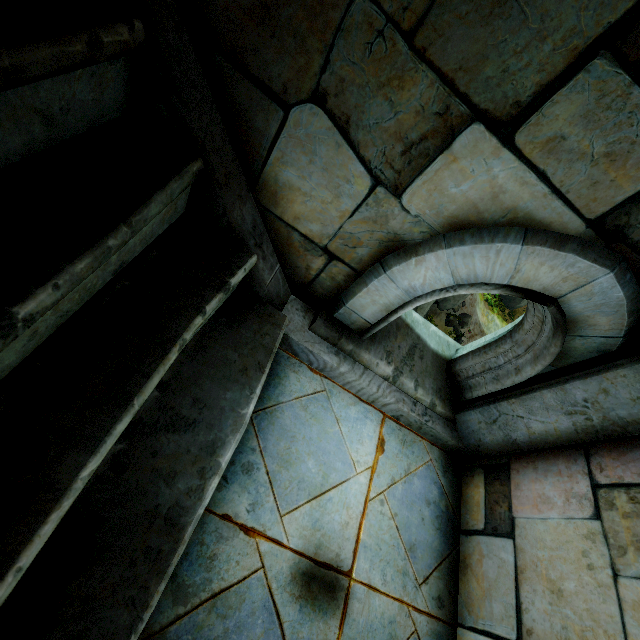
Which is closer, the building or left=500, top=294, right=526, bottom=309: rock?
the building

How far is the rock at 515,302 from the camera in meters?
27.5

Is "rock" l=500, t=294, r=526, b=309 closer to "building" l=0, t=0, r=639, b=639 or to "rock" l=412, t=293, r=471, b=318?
"building" l=0, t=0, r=639, b=639

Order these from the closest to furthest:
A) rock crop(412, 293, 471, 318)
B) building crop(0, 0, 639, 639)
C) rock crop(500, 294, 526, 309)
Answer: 1. building crop(0, 0, 639, 639)
2. rock crop(412, 293, 471, 318)
3. rock crop(500, 294, 526, 309)

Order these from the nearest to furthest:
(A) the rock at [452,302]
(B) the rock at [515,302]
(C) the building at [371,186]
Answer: (C) the building at [371,186] < (A) the rock at [452,302] < (B) the rock at [515,302]

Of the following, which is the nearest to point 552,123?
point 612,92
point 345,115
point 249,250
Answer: point 612,92

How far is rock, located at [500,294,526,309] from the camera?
27.5m
